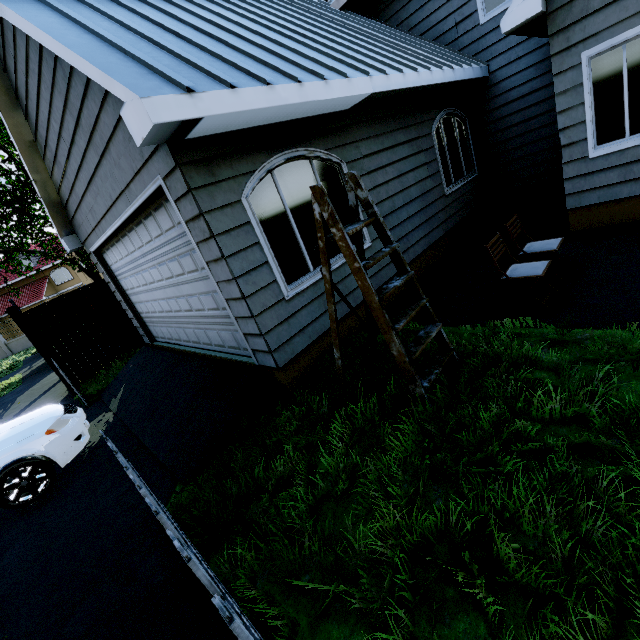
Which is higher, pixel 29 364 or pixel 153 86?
pixel 153 86

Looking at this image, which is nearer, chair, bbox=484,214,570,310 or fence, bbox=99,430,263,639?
fence, bbox=99,430,263,639

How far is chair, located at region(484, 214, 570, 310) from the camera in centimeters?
381cm

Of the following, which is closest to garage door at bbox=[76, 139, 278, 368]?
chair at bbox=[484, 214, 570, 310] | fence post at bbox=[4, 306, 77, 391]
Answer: fence post at bbox=[4, 306, 77, 391]

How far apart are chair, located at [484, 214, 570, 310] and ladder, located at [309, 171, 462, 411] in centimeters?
136cm

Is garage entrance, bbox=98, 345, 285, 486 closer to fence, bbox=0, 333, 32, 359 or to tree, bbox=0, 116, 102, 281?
fence, bbox=0, 333, 32, 359

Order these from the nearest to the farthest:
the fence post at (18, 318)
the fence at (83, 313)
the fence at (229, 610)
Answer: the fence at (229, 610) → the fence post at (18, 318) → the fence at (83, 313)

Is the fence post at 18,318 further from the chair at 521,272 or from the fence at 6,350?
the chair at 521,272
